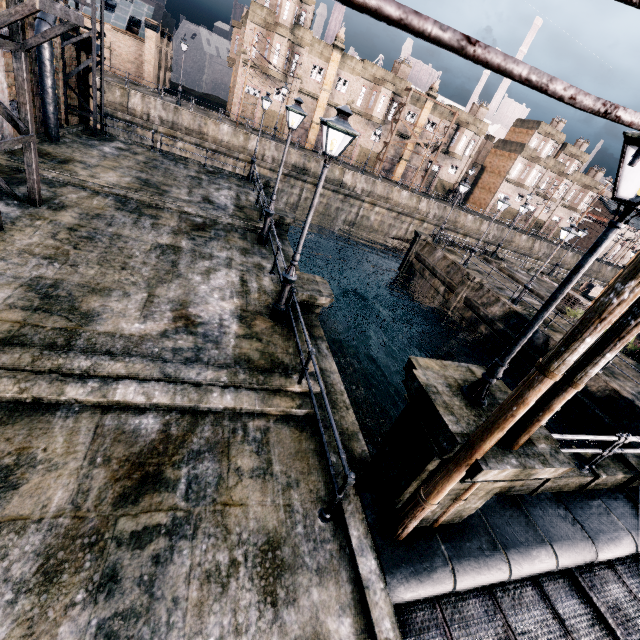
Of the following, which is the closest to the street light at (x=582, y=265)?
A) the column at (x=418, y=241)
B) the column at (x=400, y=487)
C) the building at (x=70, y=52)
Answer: the column at (x=400, y=487)

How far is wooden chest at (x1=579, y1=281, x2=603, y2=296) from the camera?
36.7m

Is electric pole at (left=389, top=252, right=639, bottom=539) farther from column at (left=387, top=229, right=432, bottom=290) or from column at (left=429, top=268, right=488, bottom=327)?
column at (left=387, top=229, right=432, bottom=290)

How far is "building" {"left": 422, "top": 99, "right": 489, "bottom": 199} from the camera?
50.2m

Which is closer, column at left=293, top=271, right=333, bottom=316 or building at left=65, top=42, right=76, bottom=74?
column at left=293, top=271, right=333, bottom=316

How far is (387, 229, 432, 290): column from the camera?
31.1m

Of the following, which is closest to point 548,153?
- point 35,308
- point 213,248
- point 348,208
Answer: point 348,208

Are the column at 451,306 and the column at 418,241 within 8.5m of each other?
yes
